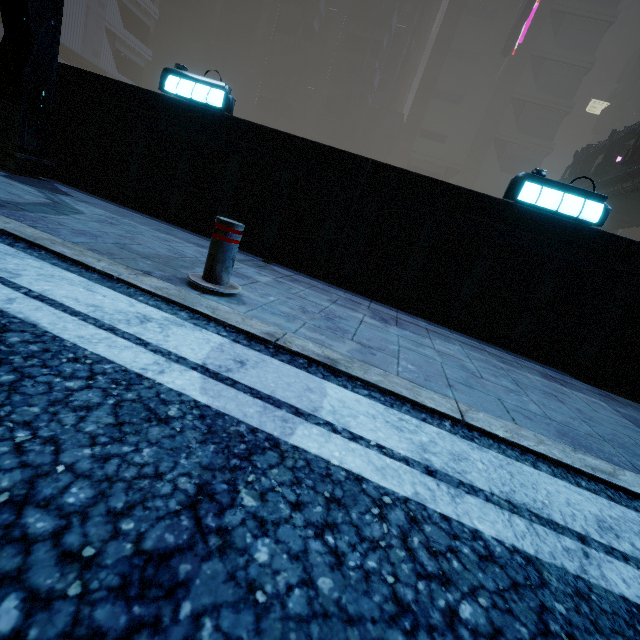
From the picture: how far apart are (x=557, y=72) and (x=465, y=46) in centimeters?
1453cm

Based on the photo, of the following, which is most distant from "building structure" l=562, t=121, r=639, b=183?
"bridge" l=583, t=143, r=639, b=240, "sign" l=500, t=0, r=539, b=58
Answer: "sign" l=500, t=0, r=539, b=58

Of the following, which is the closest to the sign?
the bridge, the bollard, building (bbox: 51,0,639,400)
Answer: building (bbox: 51,0,639,400)

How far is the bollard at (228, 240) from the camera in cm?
259

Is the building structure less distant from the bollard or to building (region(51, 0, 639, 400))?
building (region(51, 0, 639, 400))

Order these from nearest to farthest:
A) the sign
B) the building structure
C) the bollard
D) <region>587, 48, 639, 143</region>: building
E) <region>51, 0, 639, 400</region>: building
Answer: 1. the bollard
2. <region>51, 0, 639, 400</region>: building
3. the building structure
4. the sign
5. <region>587, 48, 639, 143</region>: building

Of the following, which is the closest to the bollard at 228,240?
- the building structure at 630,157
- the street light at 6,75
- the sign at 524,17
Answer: the street light at 6,75

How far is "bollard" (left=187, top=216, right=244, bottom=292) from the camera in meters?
2.6 m
